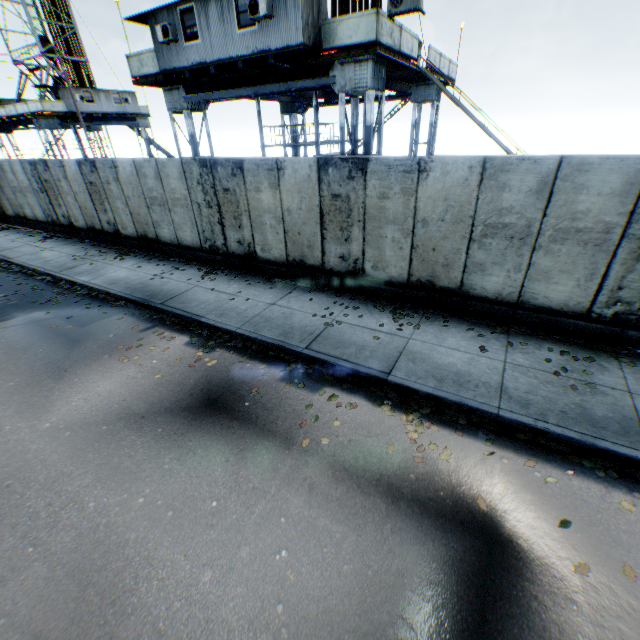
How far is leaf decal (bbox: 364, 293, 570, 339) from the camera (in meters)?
6.86

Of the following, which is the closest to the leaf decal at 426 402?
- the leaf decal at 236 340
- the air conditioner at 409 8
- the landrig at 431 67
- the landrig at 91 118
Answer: the leaf decal at 236 340

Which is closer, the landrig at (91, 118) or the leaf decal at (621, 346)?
the leaf decal at (621, 346)

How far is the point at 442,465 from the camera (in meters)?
4.57

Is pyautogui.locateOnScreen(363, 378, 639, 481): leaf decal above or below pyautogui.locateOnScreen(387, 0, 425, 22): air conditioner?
below

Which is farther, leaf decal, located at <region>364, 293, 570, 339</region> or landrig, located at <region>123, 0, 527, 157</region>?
landrig, located at <region>123, 0, 527, 157</region>

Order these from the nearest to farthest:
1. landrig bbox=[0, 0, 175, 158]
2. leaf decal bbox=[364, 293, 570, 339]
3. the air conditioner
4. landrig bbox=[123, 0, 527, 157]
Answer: leaf decal bbox=[364, 293, 570, 339] < the air conditioner < landrig bbox=[123, 0, 527, 157] < landrig bbox=[0, 0, 175, 158]

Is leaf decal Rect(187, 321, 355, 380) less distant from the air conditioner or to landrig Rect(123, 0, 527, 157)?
landrig Rect(123, 0, 527, 157)
